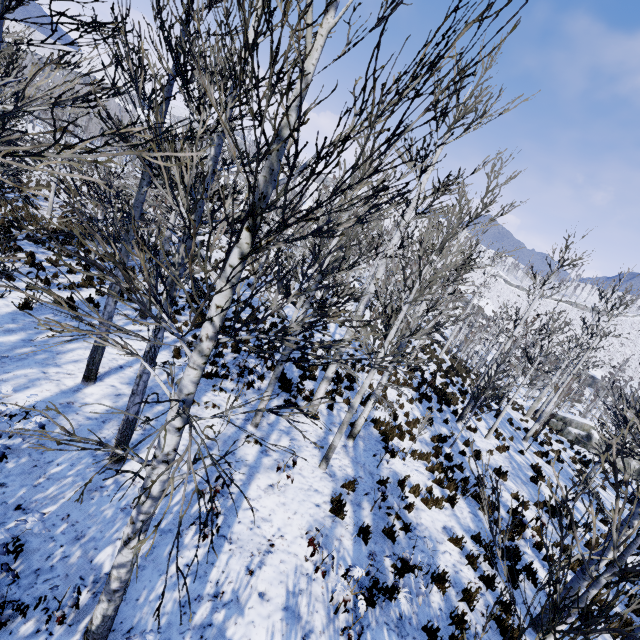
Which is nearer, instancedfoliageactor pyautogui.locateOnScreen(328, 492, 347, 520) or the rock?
instancedfoliageactor pyautogui.locateOnScreen(328, 492, 347, 520)

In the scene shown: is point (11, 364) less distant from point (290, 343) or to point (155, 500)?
point (155, 500)

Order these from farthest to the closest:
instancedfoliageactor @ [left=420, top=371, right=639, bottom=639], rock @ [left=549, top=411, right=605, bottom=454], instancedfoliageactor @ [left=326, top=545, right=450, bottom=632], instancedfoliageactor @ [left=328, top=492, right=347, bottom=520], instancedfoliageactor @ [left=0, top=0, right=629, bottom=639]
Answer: rock @ [left=549, top=411, right=605, bottom=454] < instancedfoliageactor @ [left=328, top=492, right=347, bottom=520] < instancedfoliageactor @ [left=326, top=545, right=450, bottom=632] < instancedfoliageactor @ [left=420, top=371, right=639, bottom=639] < instancedfoliageactor @ [left=0, top=0, right=629, bottom=639]

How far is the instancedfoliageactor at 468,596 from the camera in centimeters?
559cm

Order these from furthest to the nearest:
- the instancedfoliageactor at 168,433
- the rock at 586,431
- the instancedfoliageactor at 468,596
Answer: the rock at 586,431, the instancedfoliageactor at 468,596, the instancedfoliageactor at 168,433

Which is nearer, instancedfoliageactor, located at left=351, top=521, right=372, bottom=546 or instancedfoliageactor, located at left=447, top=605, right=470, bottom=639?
instancedfoliageactor, located at left=447, top=605, right=470, bottom=639

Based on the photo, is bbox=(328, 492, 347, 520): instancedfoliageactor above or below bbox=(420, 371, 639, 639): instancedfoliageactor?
below
